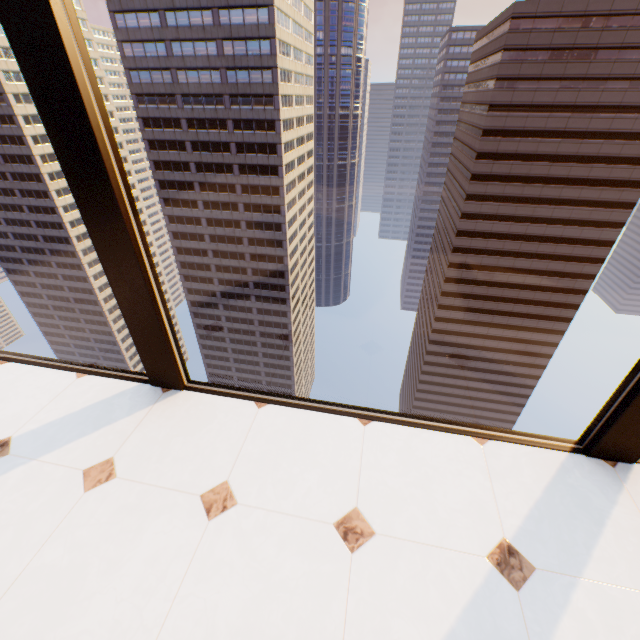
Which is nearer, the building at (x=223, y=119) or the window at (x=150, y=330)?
the window at (x=150, y=330)

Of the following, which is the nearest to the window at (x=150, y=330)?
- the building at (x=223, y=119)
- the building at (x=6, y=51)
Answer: the building at (x=223, y=119)

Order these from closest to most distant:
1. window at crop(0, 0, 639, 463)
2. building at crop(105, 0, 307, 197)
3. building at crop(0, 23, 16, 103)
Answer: window at crop(0, 0, 639, 463), building at crop(105, 0, 307, 197), building at crop(0, 23, 16, 103)

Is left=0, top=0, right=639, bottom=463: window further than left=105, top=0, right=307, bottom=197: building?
No

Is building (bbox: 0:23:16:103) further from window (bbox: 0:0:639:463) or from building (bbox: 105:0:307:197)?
window (bbox: 0:0:639:463)

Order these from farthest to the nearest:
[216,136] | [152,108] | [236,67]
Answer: [216,136] → [152,108] → [236,67]

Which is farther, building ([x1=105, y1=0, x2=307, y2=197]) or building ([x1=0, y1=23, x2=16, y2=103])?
building ([x1=0, y1=23, x2=16, y2=103])

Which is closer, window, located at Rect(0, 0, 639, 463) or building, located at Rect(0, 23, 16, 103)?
window, located at Rect(0, 0, 639, 463)
